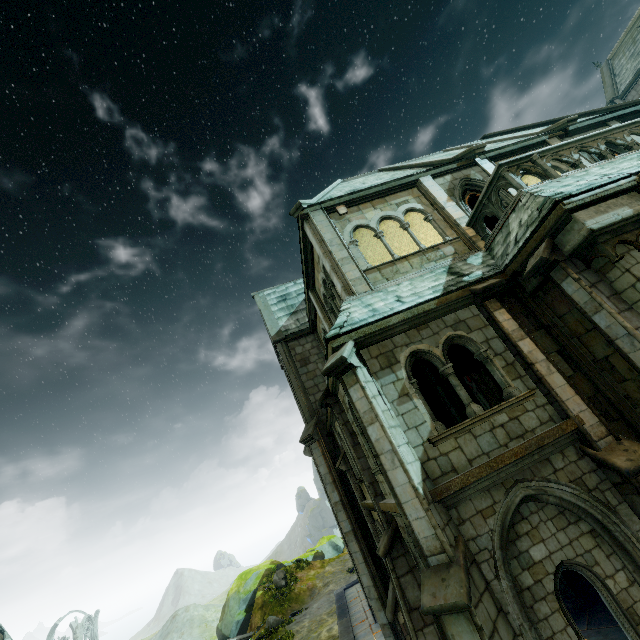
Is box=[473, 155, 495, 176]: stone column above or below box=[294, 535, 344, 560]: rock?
above

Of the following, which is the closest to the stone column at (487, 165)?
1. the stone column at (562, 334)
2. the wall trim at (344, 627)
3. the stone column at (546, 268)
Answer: the stone column at (562, 334)

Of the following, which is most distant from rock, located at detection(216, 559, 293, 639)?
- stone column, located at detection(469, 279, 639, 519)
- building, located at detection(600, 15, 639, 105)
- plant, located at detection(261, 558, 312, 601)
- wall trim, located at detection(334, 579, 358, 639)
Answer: stone column, located at detection(469, 279, 639, 519)

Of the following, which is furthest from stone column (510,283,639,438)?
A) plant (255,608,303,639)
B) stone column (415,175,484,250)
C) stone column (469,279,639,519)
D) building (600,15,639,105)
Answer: plant (255,608,303,639)

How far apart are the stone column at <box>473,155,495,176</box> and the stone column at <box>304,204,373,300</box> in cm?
616

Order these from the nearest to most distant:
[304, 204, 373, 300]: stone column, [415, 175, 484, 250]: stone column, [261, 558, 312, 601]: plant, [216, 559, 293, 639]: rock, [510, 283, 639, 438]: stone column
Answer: [510, 283, 639, 438]: stone column → [304, 204, 373, 300]: stone column → [415, 175, 484, 250]: stone column → [261, 558, 312, 601]: plant → [216, 559, 293, 639]: rock

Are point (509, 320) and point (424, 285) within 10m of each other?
yes

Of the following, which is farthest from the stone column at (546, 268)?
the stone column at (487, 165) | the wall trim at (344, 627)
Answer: the wall trim at (344, 627)
